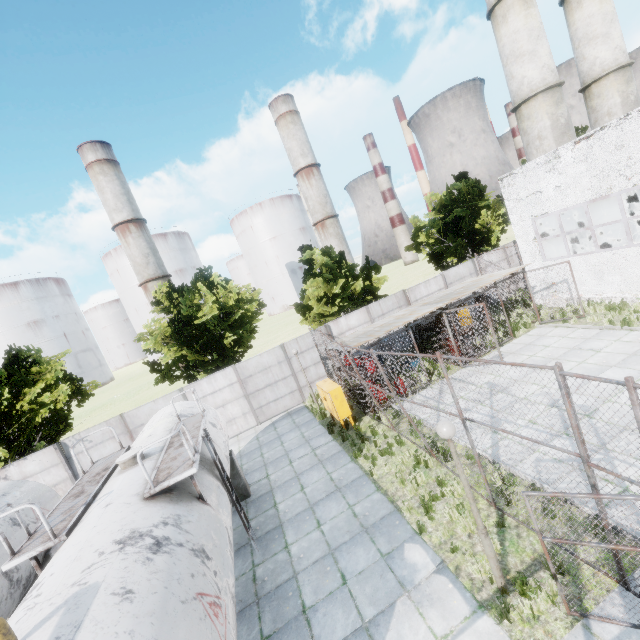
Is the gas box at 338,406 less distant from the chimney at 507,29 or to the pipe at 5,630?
the pipe at 5,630

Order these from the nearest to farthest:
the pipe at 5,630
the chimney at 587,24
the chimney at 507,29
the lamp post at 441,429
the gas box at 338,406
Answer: the pipe at 5,630
the lamp post at 441,429
the gas box at 338,406
the chimney at 507,29
the chimney at 587,24

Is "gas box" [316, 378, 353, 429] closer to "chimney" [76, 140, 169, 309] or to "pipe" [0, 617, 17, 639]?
"pipe" [0, 617, 17, 639]

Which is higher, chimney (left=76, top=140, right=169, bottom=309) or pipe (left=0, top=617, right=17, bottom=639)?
chimney (left=76, top=140, right=169, bottom=309)

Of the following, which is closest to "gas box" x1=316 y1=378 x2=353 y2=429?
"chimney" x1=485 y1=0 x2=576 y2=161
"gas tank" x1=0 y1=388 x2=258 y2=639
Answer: "gas tank" x1=0 y1=388 x2=258 y2=639

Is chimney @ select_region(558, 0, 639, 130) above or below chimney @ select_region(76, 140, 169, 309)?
below

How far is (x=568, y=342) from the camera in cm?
1373

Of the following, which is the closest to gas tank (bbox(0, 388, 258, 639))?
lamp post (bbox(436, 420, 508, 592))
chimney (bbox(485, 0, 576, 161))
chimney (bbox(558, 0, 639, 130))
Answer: lamp post (bbox(436, 420, 508, 592))
